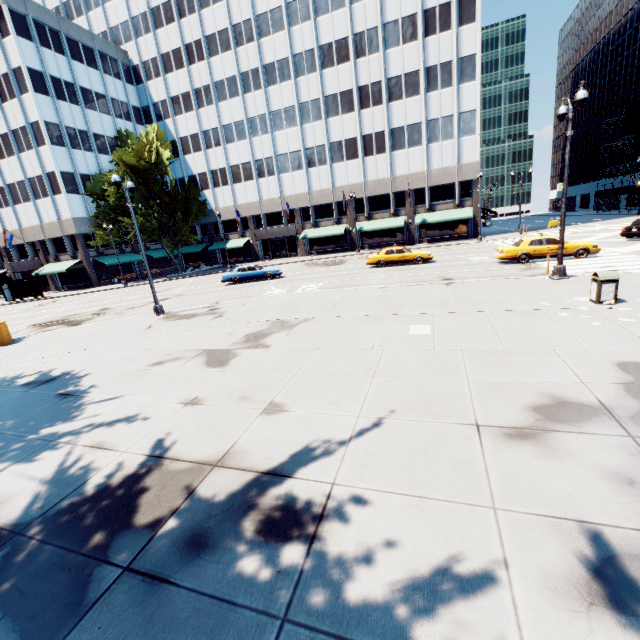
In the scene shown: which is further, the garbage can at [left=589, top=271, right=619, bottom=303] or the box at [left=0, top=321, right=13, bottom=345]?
the box at [left=0, top=321, right=13, bottom=345]

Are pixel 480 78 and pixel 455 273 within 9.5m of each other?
no

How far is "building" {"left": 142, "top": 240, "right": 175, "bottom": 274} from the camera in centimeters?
5055cm

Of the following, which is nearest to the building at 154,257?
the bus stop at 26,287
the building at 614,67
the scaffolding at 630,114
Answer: the bus stop at 26,287

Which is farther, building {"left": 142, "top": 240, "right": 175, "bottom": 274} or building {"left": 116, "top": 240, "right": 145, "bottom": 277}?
building {"left": 142, "top": 240, "right": 175, "bottom": 274}

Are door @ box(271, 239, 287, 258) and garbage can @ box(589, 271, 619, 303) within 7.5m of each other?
Result: no

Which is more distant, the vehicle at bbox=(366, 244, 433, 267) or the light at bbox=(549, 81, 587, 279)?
the vehicle at bbox=(366, 244, 433, 267)

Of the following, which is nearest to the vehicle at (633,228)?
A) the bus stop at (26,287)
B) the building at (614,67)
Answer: the building at (614,67)
